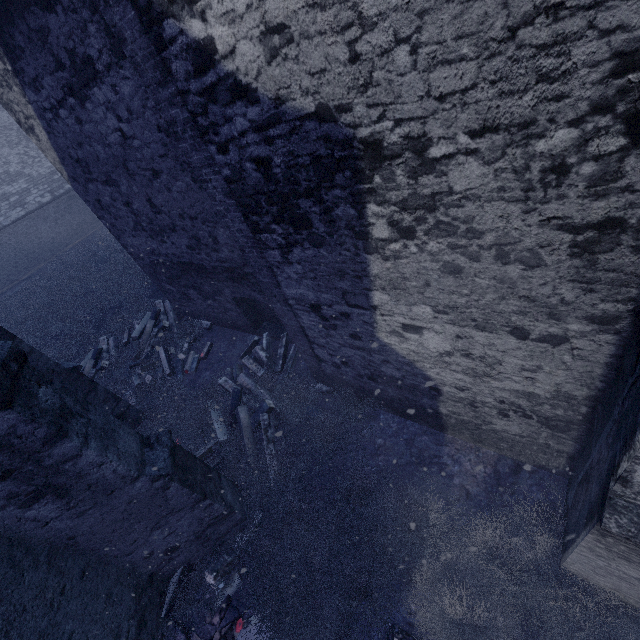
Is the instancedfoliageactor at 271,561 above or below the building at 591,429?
below

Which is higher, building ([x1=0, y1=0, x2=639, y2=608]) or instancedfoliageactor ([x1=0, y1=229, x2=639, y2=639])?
building ([x1=0, y1=0, x2=639, y2=608])

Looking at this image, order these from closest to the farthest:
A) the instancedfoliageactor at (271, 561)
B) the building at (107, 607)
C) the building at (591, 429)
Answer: the building at (591, 429) < the building at (107, 607) < the instancedfoliageactor at (271, 561)

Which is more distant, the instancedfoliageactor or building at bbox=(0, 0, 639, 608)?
the instancedfoliageactor

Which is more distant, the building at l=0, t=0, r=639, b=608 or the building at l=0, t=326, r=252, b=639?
the building at l=0, t=326, r=252, b=639

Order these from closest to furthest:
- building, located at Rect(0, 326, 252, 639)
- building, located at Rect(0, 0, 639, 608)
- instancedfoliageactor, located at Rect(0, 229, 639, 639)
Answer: building, located at Rect(0, 0, 639, 608) → building, located at Rect(0, 326, 252, 639) → instancedfoliageactor, located at Rect(0, 229, 639, 639)

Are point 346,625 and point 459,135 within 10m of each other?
yes
